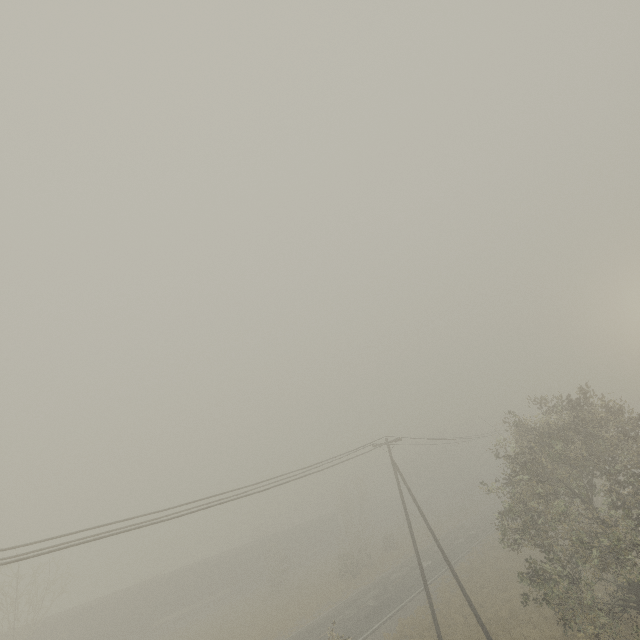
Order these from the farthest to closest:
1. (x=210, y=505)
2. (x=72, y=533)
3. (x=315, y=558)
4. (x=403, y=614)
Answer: (x=315, y=558)
(x=403, y=614)
(x=210, y=505)
(x=72, y=533)
